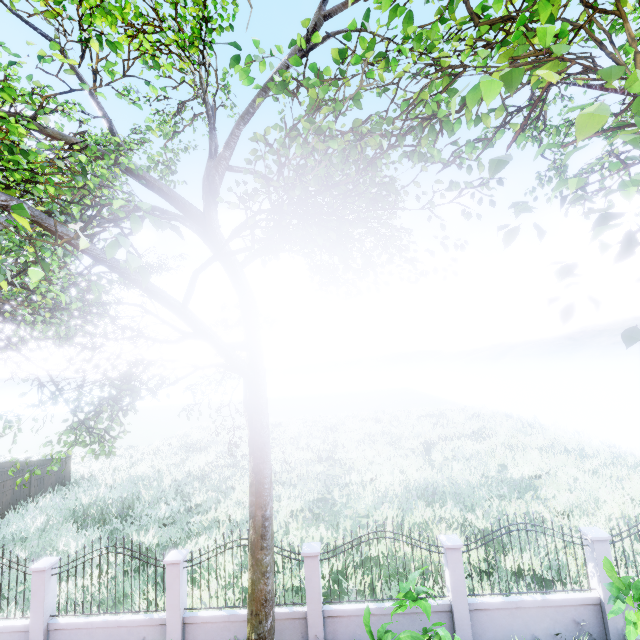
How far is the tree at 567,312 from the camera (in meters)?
2.08

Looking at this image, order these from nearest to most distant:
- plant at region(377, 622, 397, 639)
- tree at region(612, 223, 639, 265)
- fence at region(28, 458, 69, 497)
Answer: tree at region(612, 223, 639, 265)
plant at region(377, 622, 397, 639)
fence at region(28, 458, 69, 497)

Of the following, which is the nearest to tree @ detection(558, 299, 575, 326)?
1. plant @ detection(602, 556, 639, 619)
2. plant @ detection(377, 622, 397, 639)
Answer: plant @ detection(377, 622, 397, 639)

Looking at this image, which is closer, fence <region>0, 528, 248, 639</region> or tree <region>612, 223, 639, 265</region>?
tree <region>612, 223, 639, 265</region>

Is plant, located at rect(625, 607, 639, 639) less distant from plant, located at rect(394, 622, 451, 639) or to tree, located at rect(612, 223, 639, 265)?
plant, located at rect(394, 622, 451, 639)

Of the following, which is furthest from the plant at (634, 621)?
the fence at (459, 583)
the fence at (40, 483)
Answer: the fence at (40, 483)

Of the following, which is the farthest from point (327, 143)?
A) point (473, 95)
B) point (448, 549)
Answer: point (448, 549)

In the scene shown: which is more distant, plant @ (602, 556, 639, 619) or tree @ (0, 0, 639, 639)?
plant @ (602, 556, 639, 619)
